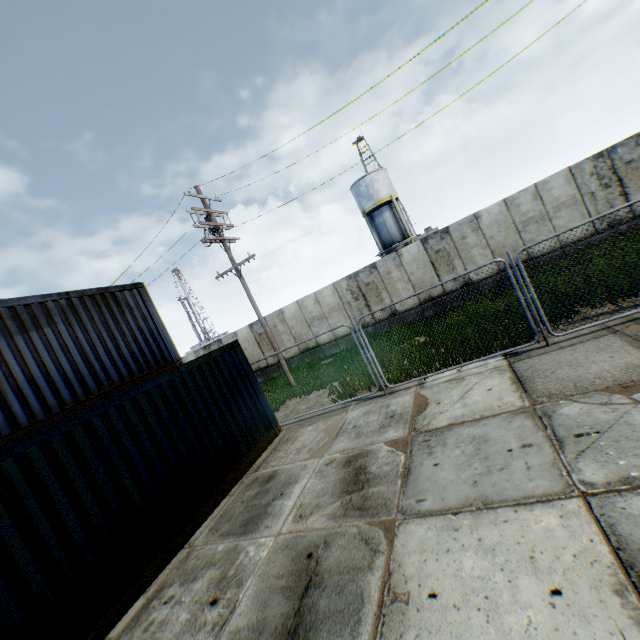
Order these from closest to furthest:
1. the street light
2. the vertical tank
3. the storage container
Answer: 1. the storage container
2. the street light
3. the vertical tank

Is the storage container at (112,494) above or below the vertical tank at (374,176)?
below

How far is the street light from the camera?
13.1m

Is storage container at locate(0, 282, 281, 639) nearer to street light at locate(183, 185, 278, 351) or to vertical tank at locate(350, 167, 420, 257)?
street light at locate(183, 185, 278, 351)

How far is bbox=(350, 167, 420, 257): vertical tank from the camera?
31.89m

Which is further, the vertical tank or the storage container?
the vertical tank

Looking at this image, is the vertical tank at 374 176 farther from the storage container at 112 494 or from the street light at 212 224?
the storage container at 112 494

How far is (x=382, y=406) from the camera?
7.81m
